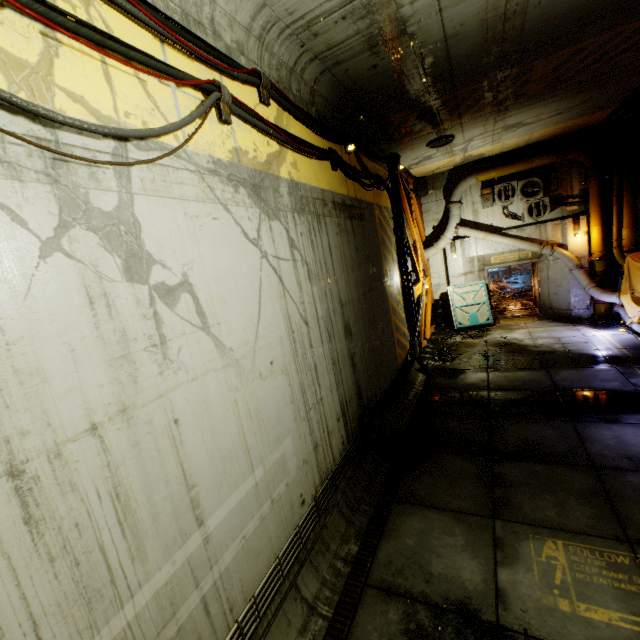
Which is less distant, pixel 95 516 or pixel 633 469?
pixel 95 516

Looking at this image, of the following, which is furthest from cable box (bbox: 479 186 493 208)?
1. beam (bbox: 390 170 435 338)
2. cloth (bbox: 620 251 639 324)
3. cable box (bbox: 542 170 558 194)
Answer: cloth (bbox: 620 251 639 324)

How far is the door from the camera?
14.3 meters

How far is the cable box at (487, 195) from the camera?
13.5m

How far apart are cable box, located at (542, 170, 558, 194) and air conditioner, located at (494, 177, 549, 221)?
0.2 meters

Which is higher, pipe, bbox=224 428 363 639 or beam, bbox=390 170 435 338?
beam, bbox=390 170 435 338

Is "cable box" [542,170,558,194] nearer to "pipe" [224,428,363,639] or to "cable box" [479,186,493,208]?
"cable box" [479,186,493,208]

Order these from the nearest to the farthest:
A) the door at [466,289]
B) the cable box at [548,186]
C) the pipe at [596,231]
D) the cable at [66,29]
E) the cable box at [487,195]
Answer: the cable at [66,29], the pipe at [596,231], the cable box at [548,186], the cable box at [487,195], the door at [466,289]
